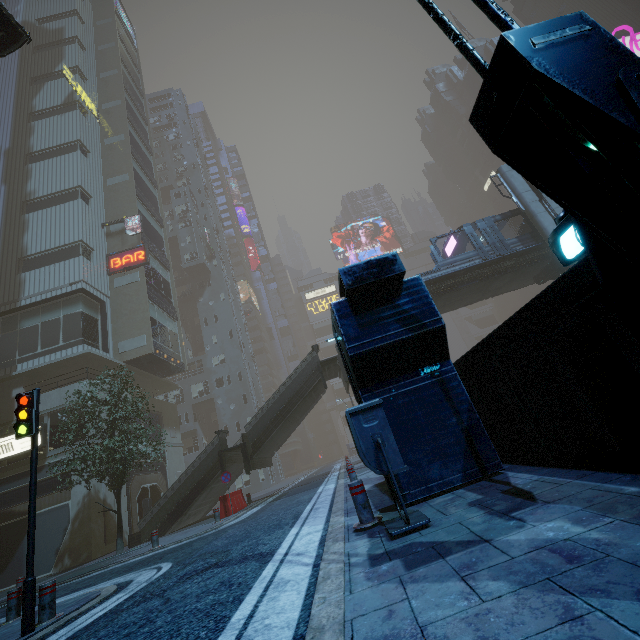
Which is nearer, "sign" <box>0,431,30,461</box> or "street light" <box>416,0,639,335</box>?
"street light" <box>416,0,639,335</box>

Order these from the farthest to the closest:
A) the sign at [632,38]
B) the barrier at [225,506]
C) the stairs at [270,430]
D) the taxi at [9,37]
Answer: the sign at [632,38], the stairs at [270,430], the barrier at [225,506], the taxi at [9,37]

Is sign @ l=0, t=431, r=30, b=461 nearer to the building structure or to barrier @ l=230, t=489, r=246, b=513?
barrier @ l=230, t=489, r=246, b=513

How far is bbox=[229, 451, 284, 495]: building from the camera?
36.1 meters

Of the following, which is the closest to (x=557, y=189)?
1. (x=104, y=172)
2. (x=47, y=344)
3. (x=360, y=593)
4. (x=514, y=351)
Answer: (x=514, y=351)

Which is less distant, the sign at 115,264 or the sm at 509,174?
the sm at 509,174

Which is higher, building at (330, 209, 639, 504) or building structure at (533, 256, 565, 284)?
building structure at (533, 256, 565, 284)

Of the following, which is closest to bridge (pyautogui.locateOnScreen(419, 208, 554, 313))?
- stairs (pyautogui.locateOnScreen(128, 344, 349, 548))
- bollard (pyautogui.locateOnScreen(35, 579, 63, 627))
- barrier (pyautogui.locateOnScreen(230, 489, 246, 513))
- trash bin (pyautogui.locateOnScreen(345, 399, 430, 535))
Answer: stairs (pyautogui.locateOnScreen(128, 344, 349, 548))
